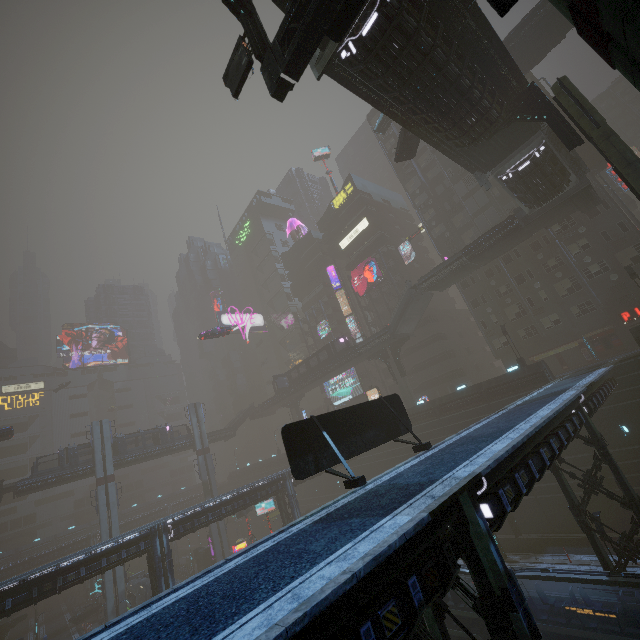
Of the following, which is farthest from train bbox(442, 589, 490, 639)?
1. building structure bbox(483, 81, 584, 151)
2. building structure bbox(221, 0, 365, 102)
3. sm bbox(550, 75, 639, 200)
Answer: building structure bbox(483, 81, 584, 151)

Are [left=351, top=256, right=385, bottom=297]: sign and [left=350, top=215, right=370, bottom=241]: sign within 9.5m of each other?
yes

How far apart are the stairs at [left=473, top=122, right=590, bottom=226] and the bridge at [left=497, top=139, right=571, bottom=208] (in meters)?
0.01

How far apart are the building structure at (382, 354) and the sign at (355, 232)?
22.72m

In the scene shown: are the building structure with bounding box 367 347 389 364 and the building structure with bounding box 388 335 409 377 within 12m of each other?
yes

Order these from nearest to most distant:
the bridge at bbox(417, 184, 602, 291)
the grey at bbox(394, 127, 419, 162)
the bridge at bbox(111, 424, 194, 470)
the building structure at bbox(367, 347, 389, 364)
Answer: the grey at bbox(394, 127, 419, 162), the bridge at bbox(417, 184, 602, 291), the building structure at bbox(367, 347, 389, 364), the bridge at bbox(111, 424, 194, 470)

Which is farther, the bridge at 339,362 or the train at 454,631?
the bridge at 339,362

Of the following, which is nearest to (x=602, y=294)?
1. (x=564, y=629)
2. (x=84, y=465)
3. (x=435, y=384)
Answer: (x=435, y=384)
